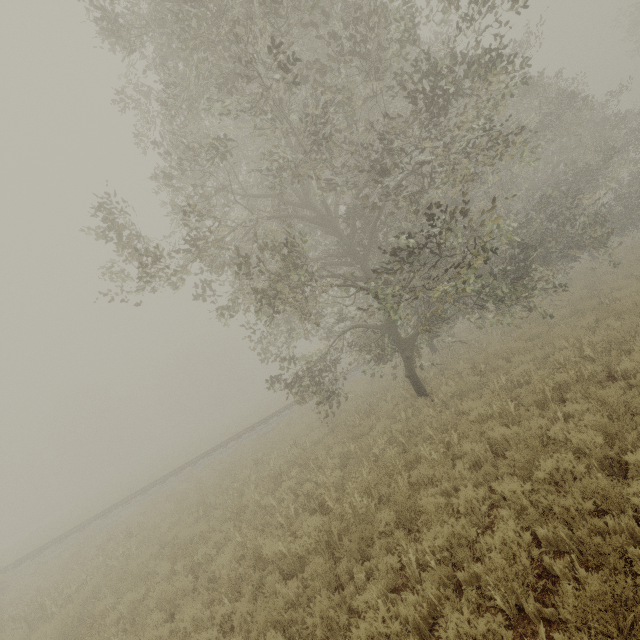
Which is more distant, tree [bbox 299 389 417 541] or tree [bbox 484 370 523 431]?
tree [bbox 484 370 523 431]

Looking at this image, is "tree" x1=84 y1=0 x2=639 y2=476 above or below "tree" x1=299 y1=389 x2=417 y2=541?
above

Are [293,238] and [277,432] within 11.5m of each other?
no

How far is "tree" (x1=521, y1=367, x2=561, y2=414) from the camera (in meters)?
7.42

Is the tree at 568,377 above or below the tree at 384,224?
below
